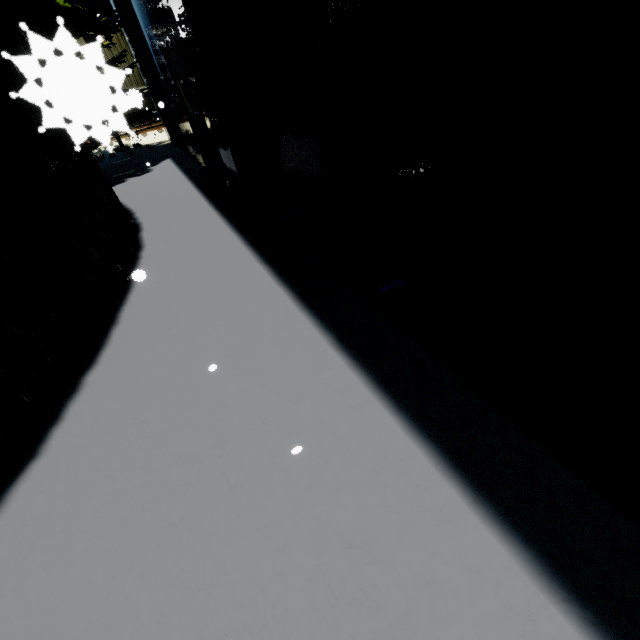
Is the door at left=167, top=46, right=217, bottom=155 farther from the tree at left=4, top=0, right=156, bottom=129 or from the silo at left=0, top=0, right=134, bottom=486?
the silo at left=0, top=0, right=134, bottom=486

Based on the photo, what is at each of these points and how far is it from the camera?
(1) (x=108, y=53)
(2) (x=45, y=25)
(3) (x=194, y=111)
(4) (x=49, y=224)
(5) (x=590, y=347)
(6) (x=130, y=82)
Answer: (1) cargo container, 15.98m
(2) tree, 8.79m
(3) door, 9.52m
(4) silo, 3.20m
(5) building, 1.89m
(6) cargo container, 16.86m

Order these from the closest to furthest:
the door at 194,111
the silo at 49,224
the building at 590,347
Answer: the building at 590,347, the silo at 49,224, the door at 194,111

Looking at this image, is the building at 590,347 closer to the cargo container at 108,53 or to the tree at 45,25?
the tree at 45,25

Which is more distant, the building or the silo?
the silo

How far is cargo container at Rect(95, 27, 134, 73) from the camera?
0.4 meters

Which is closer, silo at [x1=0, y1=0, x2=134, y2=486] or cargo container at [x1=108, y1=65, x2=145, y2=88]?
cargo container at [x1=108, y1=65, x2=145, y2=88]
